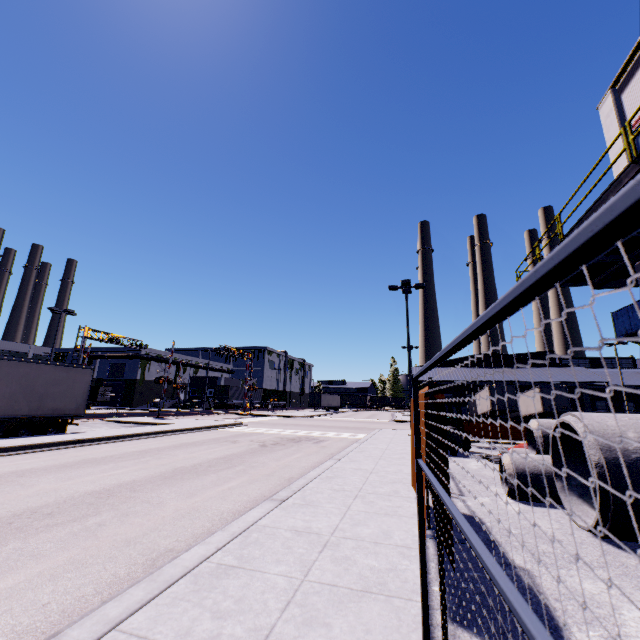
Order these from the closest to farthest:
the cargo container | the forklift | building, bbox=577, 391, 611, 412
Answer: the forklift
building, bbox=577, 391, 611, 412
the cargo container

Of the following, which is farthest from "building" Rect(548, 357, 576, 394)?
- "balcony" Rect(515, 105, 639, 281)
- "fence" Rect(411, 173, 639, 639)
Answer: "fence" Rect(411, 173, 639, 639)

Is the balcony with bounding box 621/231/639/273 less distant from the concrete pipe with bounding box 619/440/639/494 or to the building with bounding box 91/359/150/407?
the building with bounding box 91/359/150/407

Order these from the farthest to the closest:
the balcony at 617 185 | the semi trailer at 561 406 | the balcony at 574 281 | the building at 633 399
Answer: the building at 633 399 → the semi trailer at 561 406 → the balcony at 574 281 → the balcony at 617 185

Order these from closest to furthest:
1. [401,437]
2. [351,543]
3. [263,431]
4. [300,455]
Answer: [351,543] → [300,455] → [401,437] → [263,431]

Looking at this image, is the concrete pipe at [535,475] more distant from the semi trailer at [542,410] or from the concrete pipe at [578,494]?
the semi trailer at [542,410]

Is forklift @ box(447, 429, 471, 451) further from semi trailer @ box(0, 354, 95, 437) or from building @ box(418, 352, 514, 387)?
building @ box(418, 352, 514, 387)

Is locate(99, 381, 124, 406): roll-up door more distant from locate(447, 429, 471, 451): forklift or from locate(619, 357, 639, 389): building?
locate(447, 429, 471, 451): forklift
